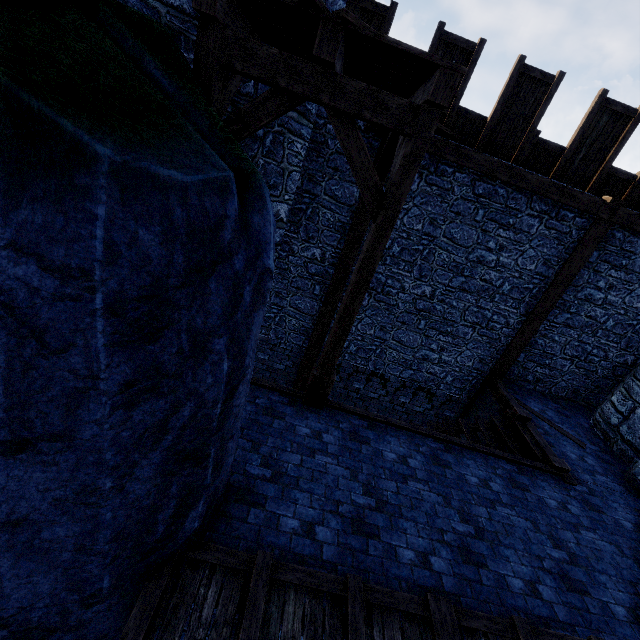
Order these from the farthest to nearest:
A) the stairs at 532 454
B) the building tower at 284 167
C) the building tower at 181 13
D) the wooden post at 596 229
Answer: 1. the wooden post at 596 229
2. the stairs at 532 454
3. the building tower at 284 167
4. the building tower at 181 13

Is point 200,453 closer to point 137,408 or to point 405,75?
point 137,408

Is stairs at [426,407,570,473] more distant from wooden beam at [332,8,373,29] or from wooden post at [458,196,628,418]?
A: wooden beam at [332,8,373,29]

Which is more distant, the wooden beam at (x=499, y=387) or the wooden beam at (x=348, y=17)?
the wooden beam at (x=499, y=387)

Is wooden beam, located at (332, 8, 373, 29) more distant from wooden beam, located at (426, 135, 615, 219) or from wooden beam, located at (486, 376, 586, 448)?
wooden beam, located at (486, 376, 586, 448)

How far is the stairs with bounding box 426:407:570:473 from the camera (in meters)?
6.59

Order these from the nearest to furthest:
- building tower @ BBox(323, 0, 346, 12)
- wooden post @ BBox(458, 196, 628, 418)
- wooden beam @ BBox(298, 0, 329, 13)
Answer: wooden beam @ BBox(298, 0, 329, 13) → building tower @ BBox(323, 0, 346, 12) → wooden post @ BBox(458, 196, 628, 418)

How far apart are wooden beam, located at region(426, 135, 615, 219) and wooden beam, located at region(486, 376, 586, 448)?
4.5 meters
